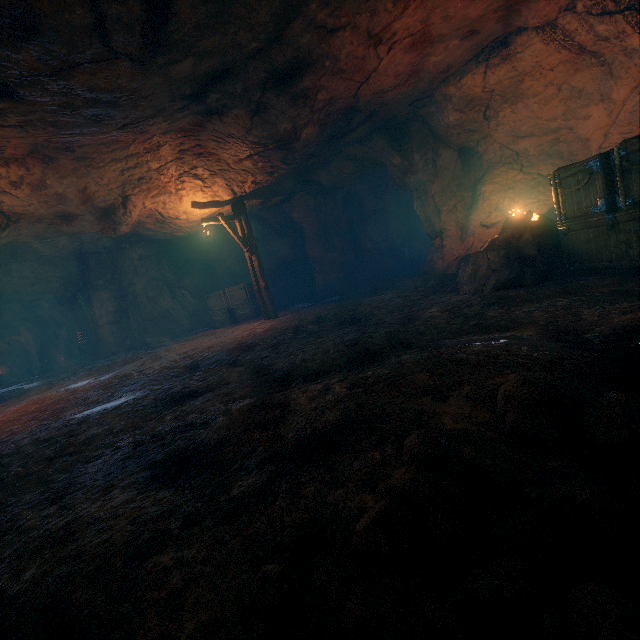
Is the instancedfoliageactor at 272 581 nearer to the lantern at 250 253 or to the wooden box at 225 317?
the lantern at 250 253

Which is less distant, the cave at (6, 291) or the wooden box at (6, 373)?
the cave at (6, 291)

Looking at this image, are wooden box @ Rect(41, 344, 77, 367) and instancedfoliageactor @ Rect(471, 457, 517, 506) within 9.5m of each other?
no

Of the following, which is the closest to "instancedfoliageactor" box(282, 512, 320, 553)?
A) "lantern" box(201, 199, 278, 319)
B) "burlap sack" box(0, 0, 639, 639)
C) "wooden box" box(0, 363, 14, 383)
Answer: "burlap sack" box(0, 0, 639, 639)

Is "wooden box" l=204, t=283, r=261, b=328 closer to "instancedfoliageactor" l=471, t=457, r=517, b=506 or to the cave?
the cave

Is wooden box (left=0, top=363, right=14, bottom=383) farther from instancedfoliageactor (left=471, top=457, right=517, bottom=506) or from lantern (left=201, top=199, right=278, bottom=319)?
instancedfoliageactor (left=471, top=457, right=517, bottom=506)

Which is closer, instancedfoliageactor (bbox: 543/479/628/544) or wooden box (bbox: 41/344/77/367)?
instancedfoliageactor (bbox: 543/479/628/544)

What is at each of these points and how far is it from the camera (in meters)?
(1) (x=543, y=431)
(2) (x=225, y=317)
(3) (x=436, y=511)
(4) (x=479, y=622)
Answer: (1) instancedfoliageactor, 1.62
(2) wooden box, 15.55
(3) instancedfoliageactor, 1.21
(4) burlap sack, 0.99
